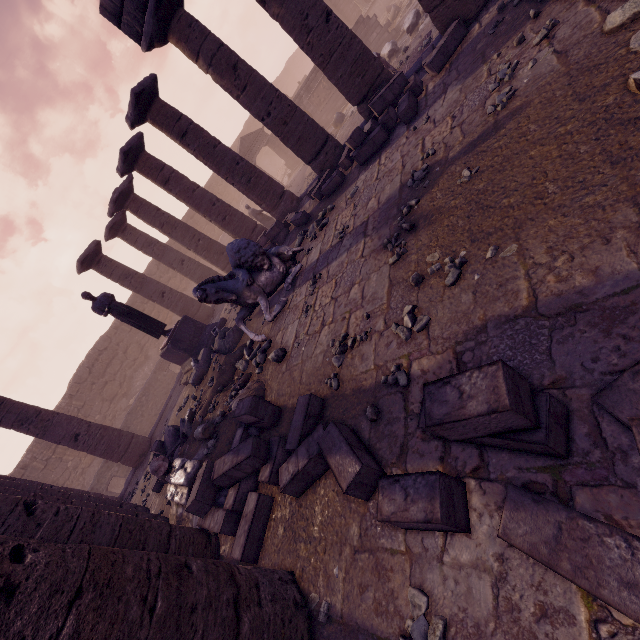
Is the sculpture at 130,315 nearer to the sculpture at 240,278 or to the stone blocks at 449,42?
the sculpture at 240,278

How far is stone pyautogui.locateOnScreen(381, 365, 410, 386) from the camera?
3.1 meters

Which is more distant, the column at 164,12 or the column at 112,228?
the column at 112,228

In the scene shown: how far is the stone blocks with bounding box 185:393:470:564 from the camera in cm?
208

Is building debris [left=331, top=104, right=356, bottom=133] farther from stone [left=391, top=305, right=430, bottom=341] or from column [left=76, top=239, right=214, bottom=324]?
stone [left=391, top=305, right=430, bottom=341]

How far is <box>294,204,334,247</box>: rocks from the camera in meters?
7.7 m

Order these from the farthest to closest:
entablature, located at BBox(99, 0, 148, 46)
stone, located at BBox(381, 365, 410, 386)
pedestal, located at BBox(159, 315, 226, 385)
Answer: pedestal, located at BBox(159, 315, 226, 385), entablature, located at BBox(99, 0, 148, 46), stone, located at BBox(381, 365, 410, 386)

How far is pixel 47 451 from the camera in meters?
16.7
